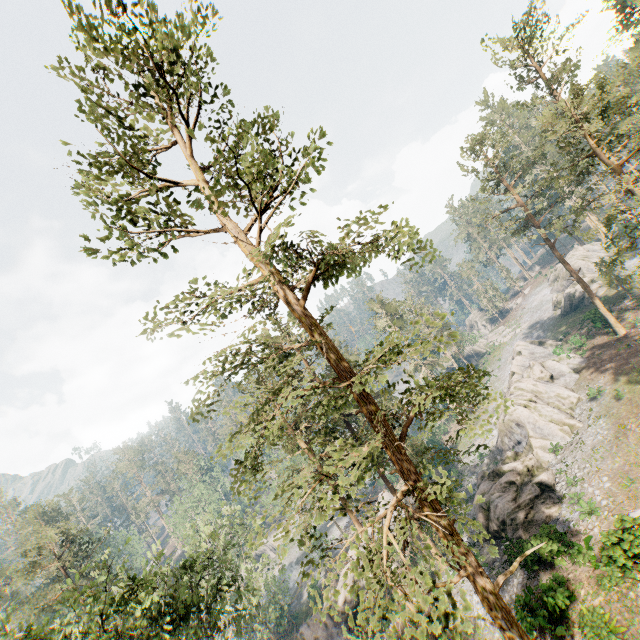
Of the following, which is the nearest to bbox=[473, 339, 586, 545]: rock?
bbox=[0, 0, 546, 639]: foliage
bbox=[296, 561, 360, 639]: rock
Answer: bbox=[0, 0, 546, 639]: foliage

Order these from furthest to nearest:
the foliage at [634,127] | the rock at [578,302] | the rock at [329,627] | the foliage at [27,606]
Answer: the rock at [578,302] → the rock at [329,627] → the foliage at [634,127] → the foliage at [27,606]

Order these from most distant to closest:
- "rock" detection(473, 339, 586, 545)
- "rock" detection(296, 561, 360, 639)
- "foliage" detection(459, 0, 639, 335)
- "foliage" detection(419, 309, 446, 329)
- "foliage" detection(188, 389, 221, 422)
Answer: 1. "rock" detection(296, 561, 360, 639)
2. "rock" detection(473, 339, 586, 545)
3. "foliage" detection(459, 0, 639, 335)
4. "foliage" detection(188, 389, 221, 422)
5. "foliage" detection(419, 309, 446, 329)

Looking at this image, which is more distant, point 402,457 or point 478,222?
point 478,222

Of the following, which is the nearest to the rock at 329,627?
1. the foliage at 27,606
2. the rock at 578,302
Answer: the foliage at 27,606

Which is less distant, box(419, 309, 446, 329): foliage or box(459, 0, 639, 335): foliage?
box(419, 309, 446, 329): foliage

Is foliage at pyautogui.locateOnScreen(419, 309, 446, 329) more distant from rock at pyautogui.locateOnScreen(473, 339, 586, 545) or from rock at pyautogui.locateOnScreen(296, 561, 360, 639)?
rock at pyautogui.locateOnScreen(473, 339, 586, 545)
